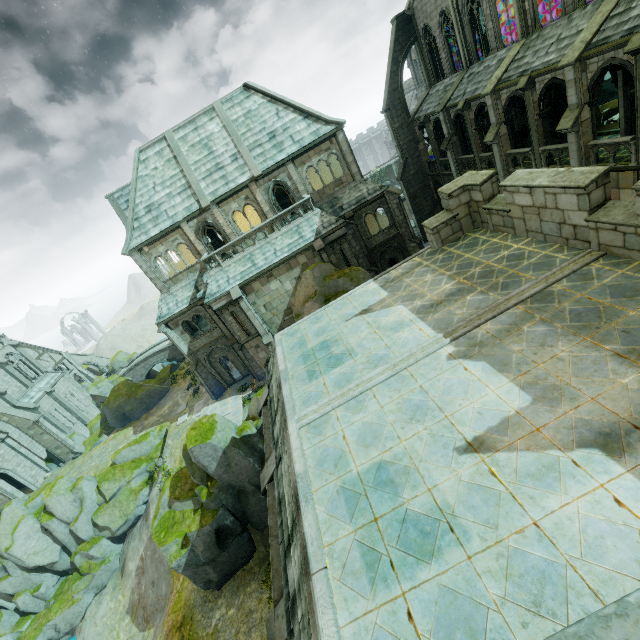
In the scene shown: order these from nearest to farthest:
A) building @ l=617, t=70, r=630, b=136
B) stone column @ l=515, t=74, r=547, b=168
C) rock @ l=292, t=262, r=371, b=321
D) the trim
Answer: the trim
building @ l=617, t=70, r=630, b=136
stone column @ l=515, t=74, r=547, b=168
rock @ l=292, t=262, r=371, b=321

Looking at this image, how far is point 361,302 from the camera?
11.4 meters

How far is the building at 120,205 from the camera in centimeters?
3158cm

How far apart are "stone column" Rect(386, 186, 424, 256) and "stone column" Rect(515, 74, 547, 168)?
8.17m

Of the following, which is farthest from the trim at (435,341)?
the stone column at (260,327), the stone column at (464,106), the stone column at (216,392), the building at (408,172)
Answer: the stone column at (464,106)

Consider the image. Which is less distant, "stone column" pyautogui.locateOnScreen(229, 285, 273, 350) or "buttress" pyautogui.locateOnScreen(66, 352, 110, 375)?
"stone column" pyautogui.locateOnScreen(229, 285, 273, 350)

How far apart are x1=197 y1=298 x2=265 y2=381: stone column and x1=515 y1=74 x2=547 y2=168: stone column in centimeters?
2371cm

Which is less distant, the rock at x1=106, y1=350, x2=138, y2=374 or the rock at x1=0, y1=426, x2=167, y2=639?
the rock at x1=0, y1=426, x2=167, y2=639
